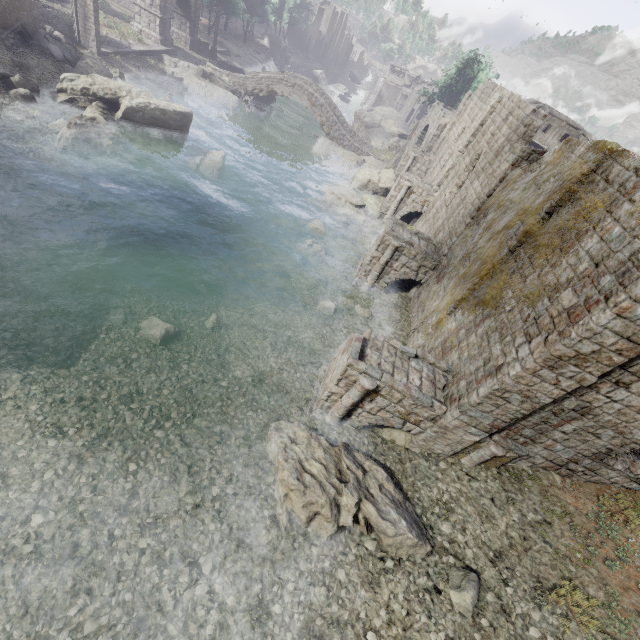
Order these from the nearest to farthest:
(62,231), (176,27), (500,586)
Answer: (500,586), (62,231), (176,27)

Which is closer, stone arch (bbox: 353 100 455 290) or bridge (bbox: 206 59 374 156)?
stone arch (bbox: 353 100 455 290)

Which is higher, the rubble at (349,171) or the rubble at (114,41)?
the rubble at (114,41)

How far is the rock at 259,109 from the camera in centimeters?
3594cm

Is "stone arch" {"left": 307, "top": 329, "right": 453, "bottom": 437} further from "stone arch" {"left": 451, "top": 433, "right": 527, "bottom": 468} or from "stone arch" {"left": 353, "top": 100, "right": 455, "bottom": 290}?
"stone arch" {"left": 353, "top": 100, "right": 455, "bottom": 290}

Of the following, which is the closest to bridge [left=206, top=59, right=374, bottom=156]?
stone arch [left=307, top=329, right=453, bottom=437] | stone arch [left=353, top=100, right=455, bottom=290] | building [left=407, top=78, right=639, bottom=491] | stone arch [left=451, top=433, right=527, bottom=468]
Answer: building [left=407, top=78, right=639, bottom=491]

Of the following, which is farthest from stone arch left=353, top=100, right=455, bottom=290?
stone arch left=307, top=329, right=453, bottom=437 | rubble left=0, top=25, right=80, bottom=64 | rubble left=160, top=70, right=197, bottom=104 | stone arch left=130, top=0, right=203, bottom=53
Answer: rubble left=0, top=25, right=80, bottom=64

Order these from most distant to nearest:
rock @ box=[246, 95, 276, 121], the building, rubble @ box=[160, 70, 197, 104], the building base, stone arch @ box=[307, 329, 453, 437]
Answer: rock @ box=[246, 95, 276, 121]
rubble @ box=[160, 70, 197, 104]
the building base
stone arch @ box=[307, 329, 453, 437]
the building
